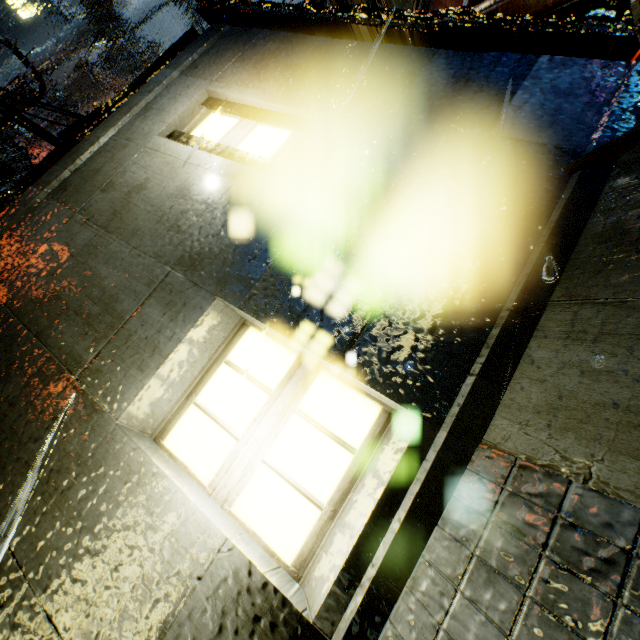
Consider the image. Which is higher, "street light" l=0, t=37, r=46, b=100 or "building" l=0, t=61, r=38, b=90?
"building" l=0, t=61, r=38, b=90

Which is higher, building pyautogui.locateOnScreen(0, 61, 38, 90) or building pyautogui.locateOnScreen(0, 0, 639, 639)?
building pyautogui.locateOnScreen(0, 61, 38, 90)

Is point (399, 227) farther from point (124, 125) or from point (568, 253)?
point (124, 125)

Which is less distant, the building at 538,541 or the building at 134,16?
the building at 538,541

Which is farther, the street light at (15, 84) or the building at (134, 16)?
the building at (134, 16)

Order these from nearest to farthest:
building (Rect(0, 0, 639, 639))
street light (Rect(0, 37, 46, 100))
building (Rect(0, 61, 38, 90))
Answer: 1. building (Rect(0, 0, 639, 639))
2. street light (Rect(0, 37, 46, 100))
3. building (Rect(0, 61, 38, 90))

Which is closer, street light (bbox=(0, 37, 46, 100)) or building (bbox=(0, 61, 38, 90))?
street light (bbox=(0, 37, 46, 100))
